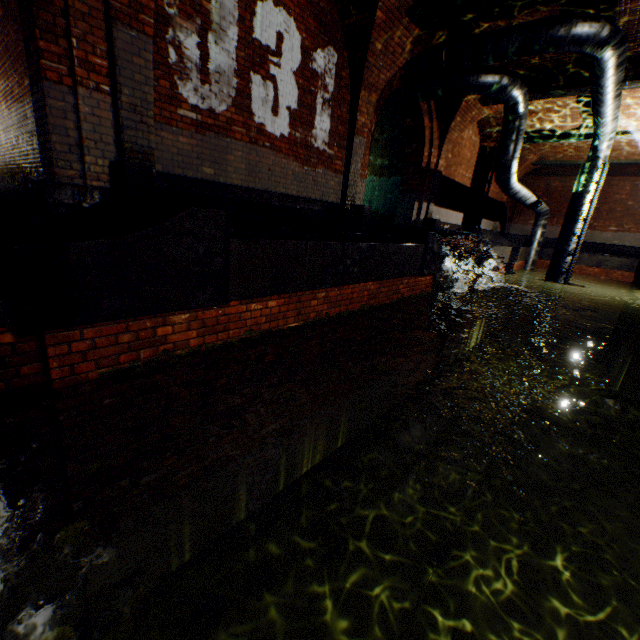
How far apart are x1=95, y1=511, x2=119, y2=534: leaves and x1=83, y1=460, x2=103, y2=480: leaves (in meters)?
0.33

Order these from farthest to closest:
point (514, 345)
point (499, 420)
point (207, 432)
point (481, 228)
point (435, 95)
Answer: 1. point (481, 228)
2. point (514, 345)
3. point (499, 420)
4. point (435, 95)
5. point (207, 432)

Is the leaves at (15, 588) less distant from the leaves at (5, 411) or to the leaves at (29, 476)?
the leaves at (29, 476)

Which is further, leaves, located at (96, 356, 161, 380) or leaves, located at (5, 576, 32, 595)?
leaves, located at (96, 356, 161, 380)

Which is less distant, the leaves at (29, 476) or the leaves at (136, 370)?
the leaves at (29, 476)

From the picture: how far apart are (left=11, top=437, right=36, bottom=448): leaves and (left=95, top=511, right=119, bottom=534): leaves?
0.8 meters

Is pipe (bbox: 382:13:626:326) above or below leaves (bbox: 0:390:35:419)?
above

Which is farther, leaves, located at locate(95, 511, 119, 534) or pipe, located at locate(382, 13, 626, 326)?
pipe, located at locate(382, 13, 626, 326)
